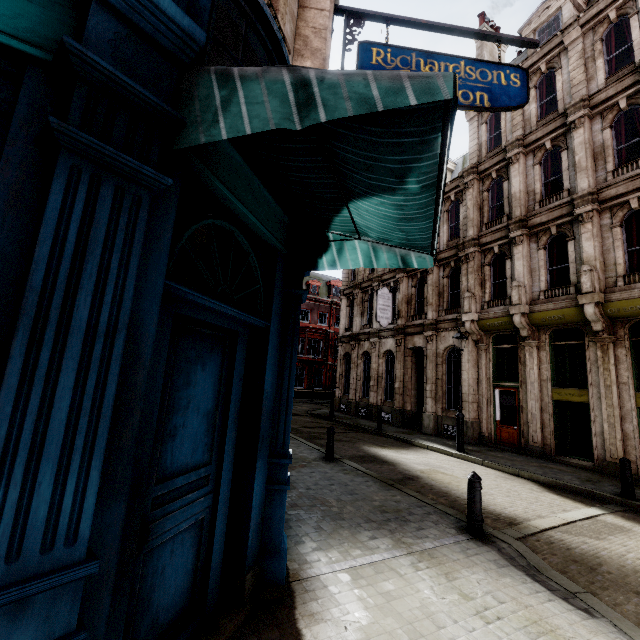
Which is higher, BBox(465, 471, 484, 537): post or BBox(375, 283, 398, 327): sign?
BBox(375, 283, 398, 327): sign

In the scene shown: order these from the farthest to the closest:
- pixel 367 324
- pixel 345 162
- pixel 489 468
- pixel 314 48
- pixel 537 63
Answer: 1. pixel 367 324
2. pixel 537 63
3. pixel 489 468
4. pixel 314 48
5. pixel 345 162

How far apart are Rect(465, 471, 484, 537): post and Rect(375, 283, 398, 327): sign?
13.9 meters

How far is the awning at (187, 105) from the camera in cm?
172

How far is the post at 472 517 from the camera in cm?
536

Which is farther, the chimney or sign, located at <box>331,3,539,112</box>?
the chimney

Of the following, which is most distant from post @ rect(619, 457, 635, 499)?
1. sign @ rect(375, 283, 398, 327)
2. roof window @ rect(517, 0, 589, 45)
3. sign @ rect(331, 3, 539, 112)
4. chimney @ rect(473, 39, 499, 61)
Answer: chimney @ rect(473, 39, 499, 61)

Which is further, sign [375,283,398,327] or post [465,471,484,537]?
sign [375,283,398,327]
